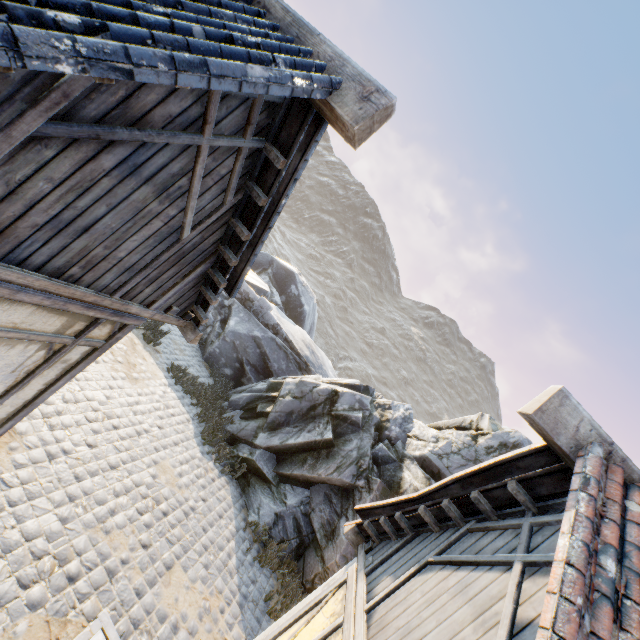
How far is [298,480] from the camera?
9.3m

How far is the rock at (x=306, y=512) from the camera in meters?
8.6 m

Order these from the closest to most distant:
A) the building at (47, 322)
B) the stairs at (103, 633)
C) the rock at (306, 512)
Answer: the building at (47, 322) < the stairs at (103, 633) < the rock at (306, 512)

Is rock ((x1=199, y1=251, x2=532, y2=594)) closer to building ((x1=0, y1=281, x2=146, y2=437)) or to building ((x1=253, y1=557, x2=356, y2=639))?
building ((x1=0, y1=281, x2=146, y2=437))

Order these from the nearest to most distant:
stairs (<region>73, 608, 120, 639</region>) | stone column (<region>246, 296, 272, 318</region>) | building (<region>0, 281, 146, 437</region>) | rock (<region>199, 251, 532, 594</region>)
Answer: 1. building (<region>0, 281, 146, 437</region>)
2. stairs (<region>73, 608, 120, 639</region>)
3. rock (<region>199, 251, 532, 594</region>)
4. stone column (<region>246, 296, 272, 318</region>)

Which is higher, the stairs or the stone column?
the stone column

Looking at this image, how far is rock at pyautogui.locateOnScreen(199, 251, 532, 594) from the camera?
8.6m

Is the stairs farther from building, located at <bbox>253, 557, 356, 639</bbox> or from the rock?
the rock
